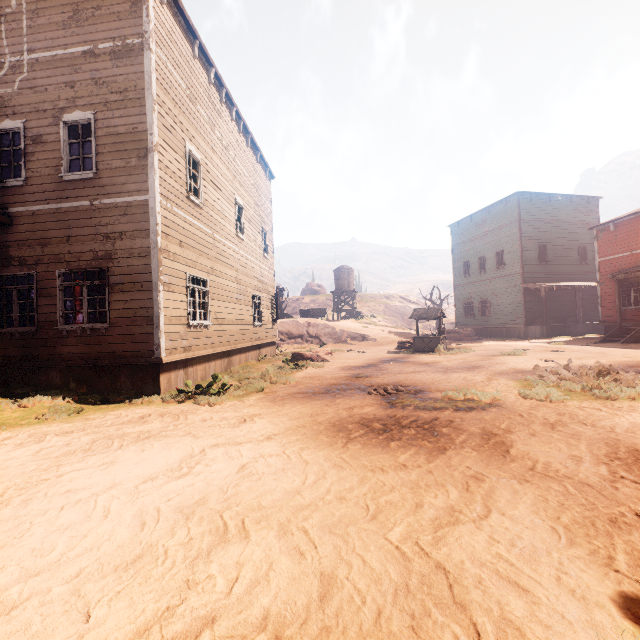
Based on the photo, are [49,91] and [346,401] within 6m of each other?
no

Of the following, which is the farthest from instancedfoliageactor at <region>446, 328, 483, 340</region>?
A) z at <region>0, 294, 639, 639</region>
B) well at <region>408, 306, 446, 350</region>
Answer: well at <region>408, 306, 446, 350</region>

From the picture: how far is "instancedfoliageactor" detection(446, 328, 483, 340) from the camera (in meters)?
25.55

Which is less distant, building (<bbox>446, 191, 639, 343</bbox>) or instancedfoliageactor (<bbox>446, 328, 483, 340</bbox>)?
building (<bbox>446, 191, 639, 343</bbox>)

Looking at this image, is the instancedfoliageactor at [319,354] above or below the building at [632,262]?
below

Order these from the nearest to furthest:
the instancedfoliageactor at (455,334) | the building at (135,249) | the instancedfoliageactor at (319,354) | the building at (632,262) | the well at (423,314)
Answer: the building at (135,249) → the instancedfoliageactor at (319,354) → the well at (423,314) → the building at (632,262) → the instancedfoliageactor at (455,334)

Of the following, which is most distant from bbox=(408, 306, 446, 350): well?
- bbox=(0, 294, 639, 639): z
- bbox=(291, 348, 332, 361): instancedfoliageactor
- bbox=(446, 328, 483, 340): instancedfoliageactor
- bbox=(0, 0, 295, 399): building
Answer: bbox=(446, 328, 483, 340): instancedfoliageactor
